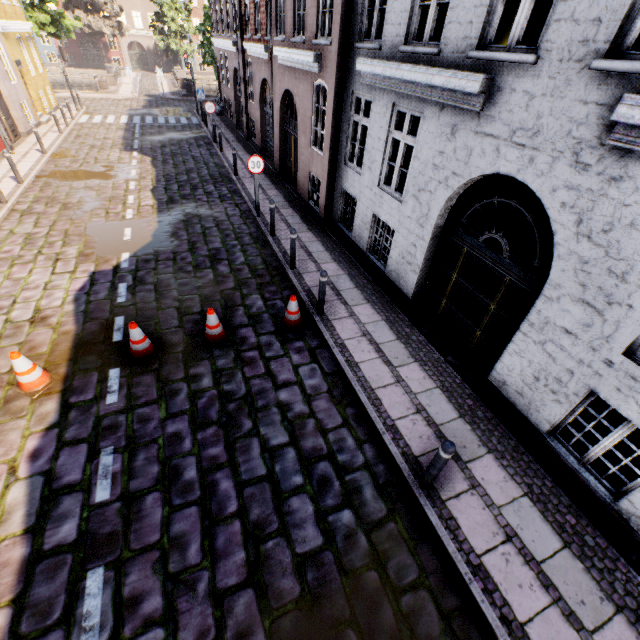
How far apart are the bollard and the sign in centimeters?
938cm

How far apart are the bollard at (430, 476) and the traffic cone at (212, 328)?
4.2 meters

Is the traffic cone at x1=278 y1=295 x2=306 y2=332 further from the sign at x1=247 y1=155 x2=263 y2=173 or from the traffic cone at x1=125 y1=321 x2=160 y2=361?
the sign at x1=247 y1=155 x2=263 y2=173

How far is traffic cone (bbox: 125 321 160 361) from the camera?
5.77m

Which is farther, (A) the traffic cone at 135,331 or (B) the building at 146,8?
(B) the building at 146,8

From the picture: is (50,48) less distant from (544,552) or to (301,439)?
(301,439)

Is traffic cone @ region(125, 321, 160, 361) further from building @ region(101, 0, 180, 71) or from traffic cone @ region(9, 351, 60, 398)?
building @ region(101, 0, 180, 71)

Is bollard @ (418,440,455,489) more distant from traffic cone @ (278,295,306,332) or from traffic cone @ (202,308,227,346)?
traffic cone @ (202,308,227,346)
